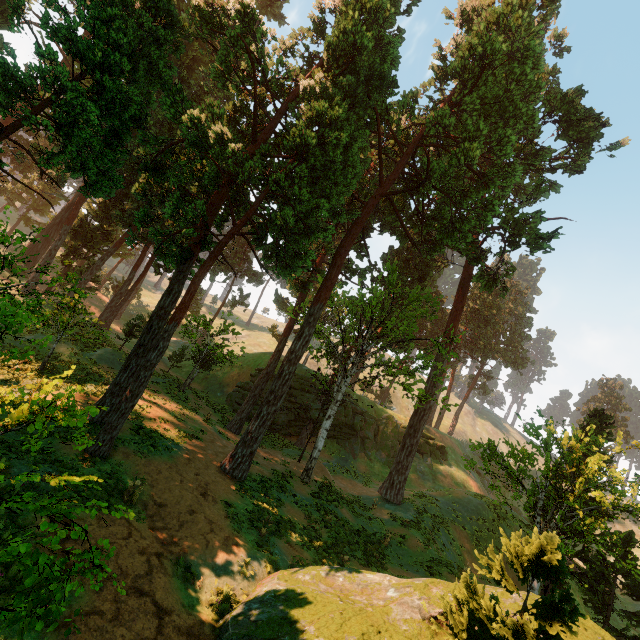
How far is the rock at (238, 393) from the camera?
35.1 meters

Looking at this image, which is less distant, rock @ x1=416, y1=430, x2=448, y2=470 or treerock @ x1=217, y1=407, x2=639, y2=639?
treerock @ x1=217, y1=407, x2=639, y2=639

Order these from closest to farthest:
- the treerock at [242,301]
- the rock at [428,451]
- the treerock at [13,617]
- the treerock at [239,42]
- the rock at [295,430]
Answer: the treerock at [13,617] < the treerock at [239,42] < the rock at [295,430] < the rock at [428,451] < the treerock at [242,301]

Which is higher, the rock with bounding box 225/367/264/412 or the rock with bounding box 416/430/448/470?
the rock with bounding box 416/430/448/470

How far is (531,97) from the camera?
21.91m

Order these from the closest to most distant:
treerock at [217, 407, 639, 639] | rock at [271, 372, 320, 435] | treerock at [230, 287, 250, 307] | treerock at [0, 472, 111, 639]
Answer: treerock at [0, 472, 111, 639] < treerock at [217, 407, 639, 639] < rock at [271, 372, 320, 435] < treerock at [230, 287, 250, 307]

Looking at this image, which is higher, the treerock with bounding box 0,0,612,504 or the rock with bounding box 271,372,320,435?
the treerock with bounding box 0,0,612,504
